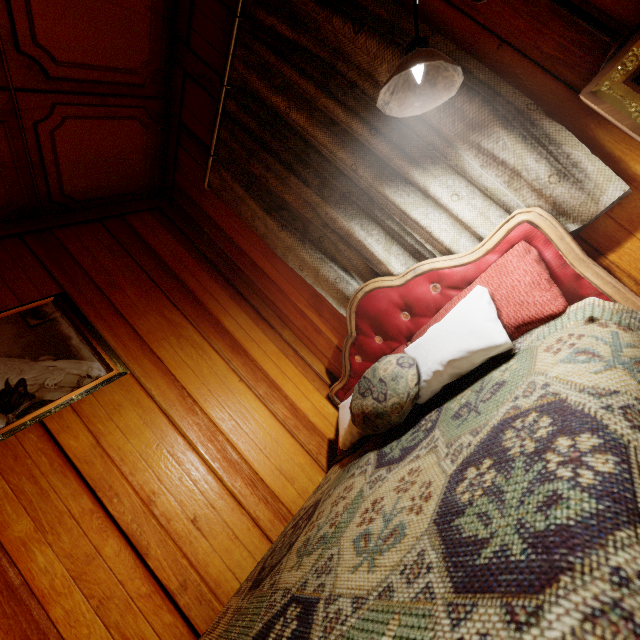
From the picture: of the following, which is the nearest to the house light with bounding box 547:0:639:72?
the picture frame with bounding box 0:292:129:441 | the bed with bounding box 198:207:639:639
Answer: the bed with bounding box 198:207:639:639

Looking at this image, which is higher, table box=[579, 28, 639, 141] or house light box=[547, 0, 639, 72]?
house light box=[547, 0, 639, 72]

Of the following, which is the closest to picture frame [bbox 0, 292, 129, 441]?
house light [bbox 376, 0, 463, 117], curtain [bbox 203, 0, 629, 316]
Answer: curtain [bbox 203, 0, 629, 316]

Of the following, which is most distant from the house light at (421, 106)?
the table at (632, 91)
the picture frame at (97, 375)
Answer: the picture frame at (97, 375)

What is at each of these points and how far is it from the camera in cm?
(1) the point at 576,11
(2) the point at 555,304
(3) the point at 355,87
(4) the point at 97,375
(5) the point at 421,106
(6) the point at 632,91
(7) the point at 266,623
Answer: (1) house light, 79
(2) pillow, 91
(3) curtain, 136
(4) picture frame, 168
(5) house light, 101
(6) table, 72
(7) bed, 79

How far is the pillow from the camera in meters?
1.0

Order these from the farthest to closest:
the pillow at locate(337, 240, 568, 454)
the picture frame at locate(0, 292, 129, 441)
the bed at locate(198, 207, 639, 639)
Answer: the picture frame at locate(0, 292, 129, 441) < the pillow at locate(337, 240, 568, 454) < the bed at locate(198, 207, 639, 639)

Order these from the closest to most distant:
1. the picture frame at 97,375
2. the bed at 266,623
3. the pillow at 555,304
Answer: the bed at 266,623 → the pillow at 555,304 → the picture frame at 97,375
